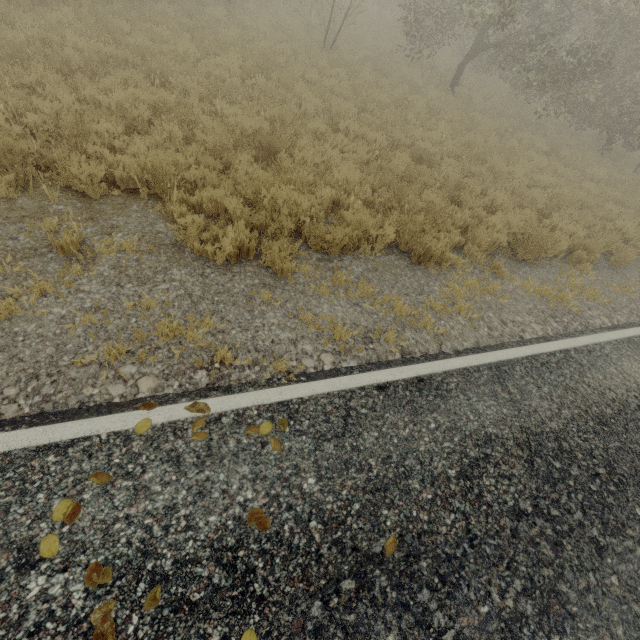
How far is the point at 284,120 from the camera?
7.6 meters
